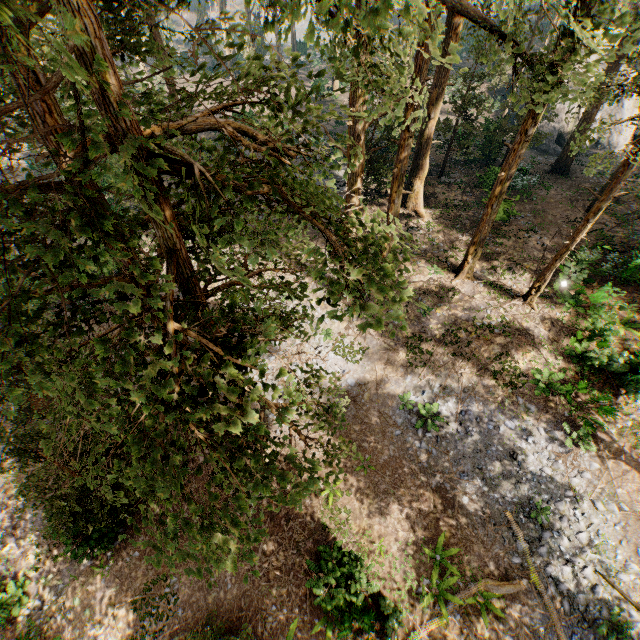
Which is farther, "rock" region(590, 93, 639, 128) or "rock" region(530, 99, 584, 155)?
"rock" region(530, 99, 584, 155)

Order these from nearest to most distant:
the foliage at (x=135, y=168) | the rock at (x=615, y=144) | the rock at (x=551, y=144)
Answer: Answer: the foliage at (x=135, y=168) < the rock at (x=615, y=144) < the rock at (x=551, y=144)

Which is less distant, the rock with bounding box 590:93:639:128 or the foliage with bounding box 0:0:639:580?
the foliage with bounding box 0:0:639:580

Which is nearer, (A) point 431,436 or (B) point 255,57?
(B) point 255,57

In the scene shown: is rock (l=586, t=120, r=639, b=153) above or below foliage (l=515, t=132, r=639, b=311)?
below

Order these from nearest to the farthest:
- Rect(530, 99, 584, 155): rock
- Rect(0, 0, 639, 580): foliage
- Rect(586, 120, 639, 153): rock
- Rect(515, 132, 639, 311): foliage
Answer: Rect(0, 0, 639, 580): foliage → Rect(515, 132, 639, 311): foliage → Rect(586, 120, 639, 153): rock → Rect(530, 99, 584, 155): rock

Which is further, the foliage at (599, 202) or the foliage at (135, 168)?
the foliage at (599, 202)
